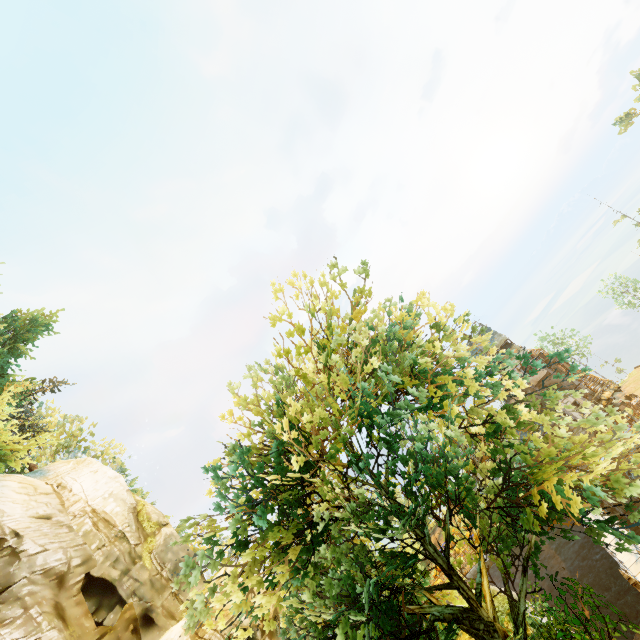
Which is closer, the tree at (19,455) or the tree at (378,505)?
the tree at (378,505)

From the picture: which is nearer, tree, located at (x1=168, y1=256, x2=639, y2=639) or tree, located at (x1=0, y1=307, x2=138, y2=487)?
tree, located at (x1=168, y1=256, x2=639, y2=639)

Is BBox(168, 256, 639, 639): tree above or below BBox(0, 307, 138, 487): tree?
below

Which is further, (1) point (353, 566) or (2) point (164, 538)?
(2) point (164, 538)

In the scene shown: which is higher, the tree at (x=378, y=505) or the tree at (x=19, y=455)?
the tree at (x=19, y=455)
